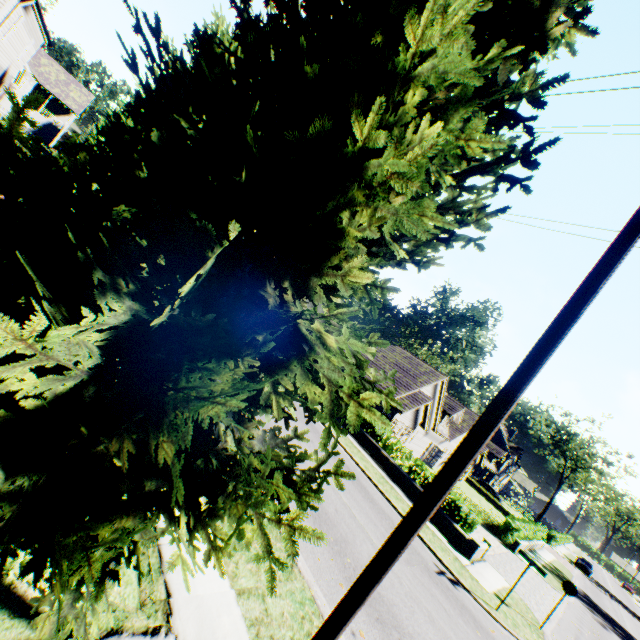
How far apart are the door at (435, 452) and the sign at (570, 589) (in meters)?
19.41

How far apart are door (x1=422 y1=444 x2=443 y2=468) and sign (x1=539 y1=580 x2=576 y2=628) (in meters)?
19.41

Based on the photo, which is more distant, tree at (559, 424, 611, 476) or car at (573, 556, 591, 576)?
tree at (559, 424, 611, 476)

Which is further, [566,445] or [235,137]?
[566,445]

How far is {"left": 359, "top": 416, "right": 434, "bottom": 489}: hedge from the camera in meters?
18.1

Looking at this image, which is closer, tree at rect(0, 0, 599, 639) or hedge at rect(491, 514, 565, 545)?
tree at rect(0, 0, 599, 639)

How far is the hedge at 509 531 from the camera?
24.69m
